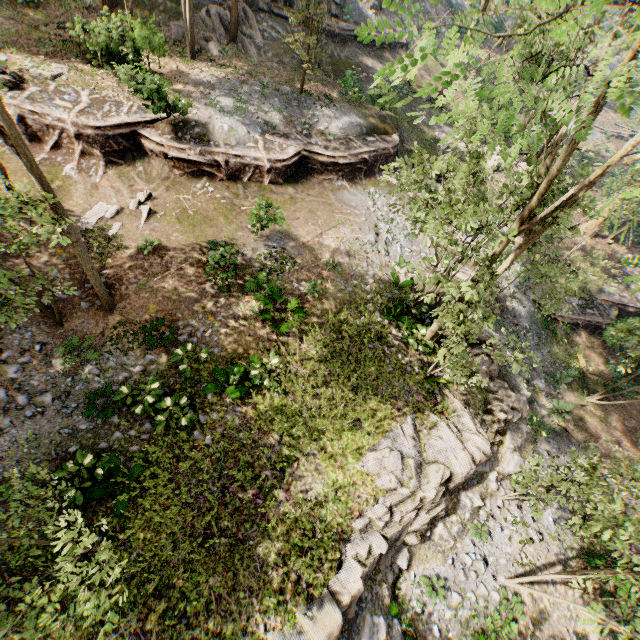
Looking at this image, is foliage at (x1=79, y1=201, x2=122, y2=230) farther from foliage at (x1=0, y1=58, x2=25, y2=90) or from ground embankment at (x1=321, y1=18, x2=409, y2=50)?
ground embankment at (x1=321, y1=18, x2=409, y2=50)

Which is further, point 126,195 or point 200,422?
point 126,195

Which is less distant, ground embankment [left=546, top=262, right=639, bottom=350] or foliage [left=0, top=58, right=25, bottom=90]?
foliage [left=0, top=58, right=25, bottom=90]

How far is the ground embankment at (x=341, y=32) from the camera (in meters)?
27.27

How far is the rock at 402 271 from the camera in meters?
17.8

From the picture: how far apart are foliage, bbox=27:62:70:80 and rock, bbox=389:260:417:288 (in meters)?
19.54

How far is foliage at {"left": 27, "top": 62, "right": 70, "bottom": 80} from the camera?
15.71m

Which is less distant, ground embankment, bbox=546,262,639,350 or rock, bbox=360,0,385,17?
ground embankment, bbox=546,262,639,350
